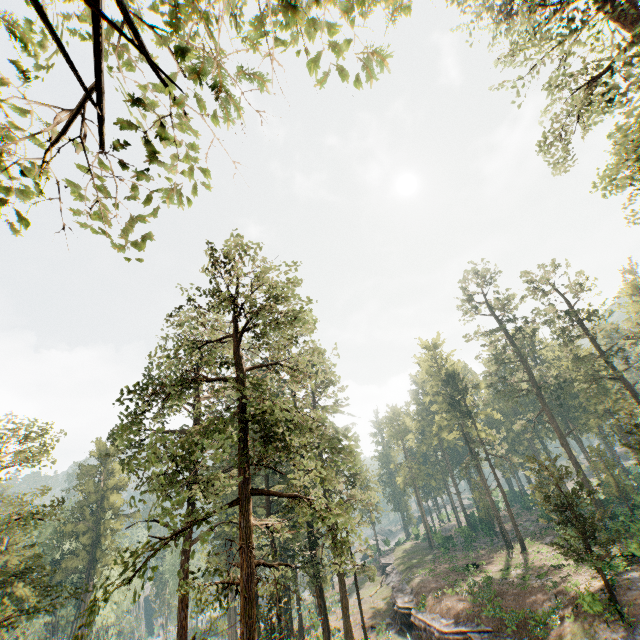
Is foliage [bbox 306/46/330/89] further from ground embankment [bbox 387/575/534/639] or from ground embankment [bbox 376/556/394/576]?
ground embankment [bbox 376/556/394/576]

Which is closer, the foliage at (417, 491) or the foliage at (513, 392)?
the foliage at (513, 392)

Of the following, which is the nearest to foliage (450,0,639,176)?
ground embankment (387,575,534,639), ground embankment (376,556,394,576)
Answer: ground embankment (387,575,534,639)

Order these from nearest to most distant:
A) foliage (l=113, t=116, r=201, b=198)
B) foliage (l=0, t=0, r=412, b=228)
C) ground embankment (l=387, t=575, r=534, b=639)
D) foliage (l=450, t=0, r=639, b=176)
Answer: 1. foliage (l=0, t=0, r=412, b=228)
2. foliage (l=113, t=116, r=201, b=198)
3. foliage (l=450, t=0, r=639, b=176)
4. ground embankment (l=387, t=575, r=534, b=639)

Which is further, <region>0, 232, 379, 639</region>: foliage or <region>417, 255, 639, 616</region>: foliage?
<region>417, 255, 639, 616</region>: foliage

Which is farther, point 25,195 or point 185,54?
point 25,195

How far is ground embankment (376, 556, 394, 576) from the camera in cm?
5178

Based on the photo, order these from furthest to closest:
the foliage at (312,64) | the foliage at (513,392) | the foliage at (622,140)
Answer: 1. the foliage at (513,392)
2. the foliage at (622,140)
3. the foliage at (312,64)
